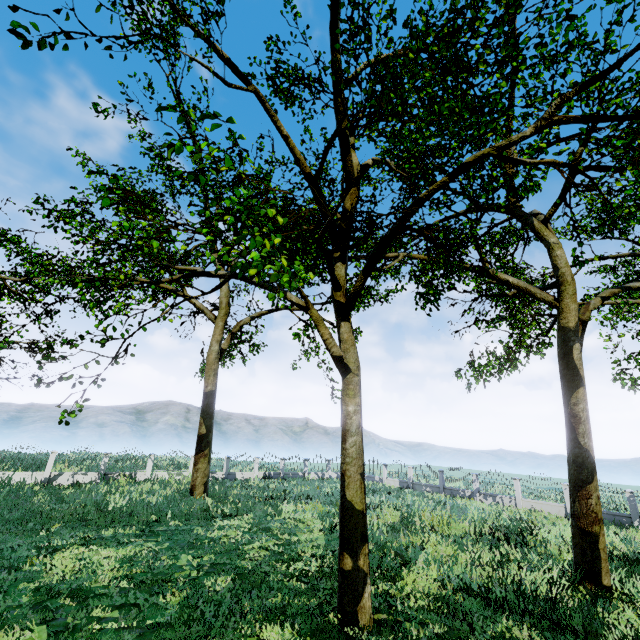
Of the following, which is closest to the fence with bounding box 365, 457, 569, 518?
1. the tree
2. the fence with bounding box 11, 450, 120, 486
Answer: the tree

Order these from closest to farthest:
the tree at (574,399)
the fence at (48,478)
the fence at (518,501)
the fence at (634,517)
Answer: the tree at (574,399), the fence at (634,517), the fence at (48,478), the fence at (518,501)

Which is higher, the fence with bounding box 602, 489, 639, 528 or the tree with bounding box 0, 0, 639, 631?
the fence with bounding box 602, 489, 639, 528

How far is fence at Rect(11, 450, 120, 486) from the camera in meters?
21.5

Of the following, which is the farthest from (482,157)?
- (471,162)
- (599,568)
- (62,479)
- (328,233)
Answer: (62,479)

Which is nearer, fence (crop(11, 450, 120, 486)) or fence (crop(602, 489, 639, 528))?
fence (crop(602, 489, 639, 528))

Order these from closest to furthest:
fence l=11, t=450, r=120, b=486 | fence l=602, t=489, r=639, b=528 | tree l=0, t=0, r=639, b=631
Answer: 1. tree l=0, t=0, r=639, b=631
2. fence l=602, t=489, r=639, b=528
3. fence l=11, t=450, r=120, b=486

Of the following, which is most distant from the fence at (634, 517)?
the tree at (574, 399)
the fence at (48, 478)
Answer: the fence at (48, 478)
